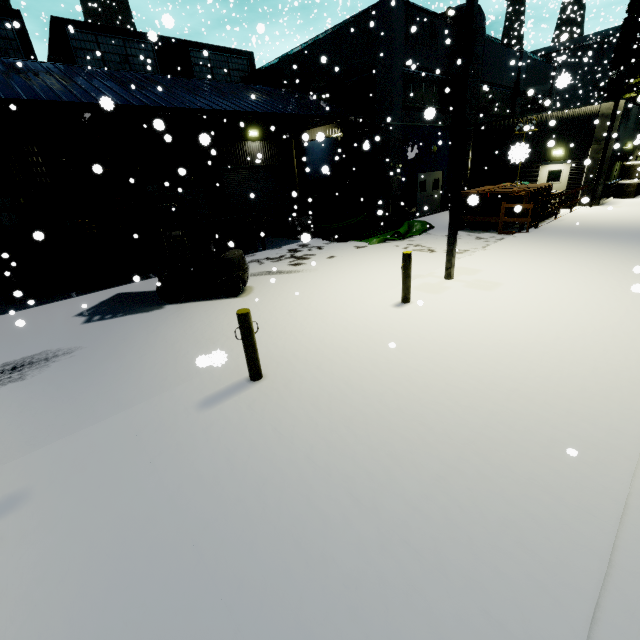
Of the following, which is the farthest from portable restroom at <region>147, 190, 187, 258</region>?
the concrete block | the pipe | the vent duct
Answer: the concrete block

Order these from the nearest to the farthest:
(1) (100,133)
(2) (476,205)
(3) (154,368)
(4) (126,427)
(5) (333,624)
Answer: (5) (333,624)
(4) (126,427)
(3) (154,368)
(1) (100,133)
(2) (476,205)

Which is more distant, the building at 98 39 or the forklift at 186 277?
the building at 98 39

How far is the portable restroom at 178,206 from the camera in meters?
12.1

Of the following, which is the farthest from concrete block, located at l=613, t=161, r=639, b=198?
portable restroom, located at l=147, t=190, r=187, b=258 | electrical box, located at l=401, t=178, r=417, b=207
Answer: portable restroom, located at l=147, t=190, r=187, b=258

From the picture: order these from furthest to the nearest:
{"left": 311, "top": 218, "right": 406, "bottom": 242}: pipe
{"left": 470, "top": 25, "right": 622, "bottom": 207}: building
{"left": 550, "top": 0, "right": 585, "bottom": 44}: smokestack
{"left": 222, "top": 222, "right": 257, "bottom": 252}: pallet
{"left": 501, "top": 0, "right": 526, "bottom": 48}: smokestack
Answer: {"left": 501, "top": 0, "right": 526, "bottom": 48}: smokestack < {"left": 550, "top": 0, "right": 585, "bottom": 44}: smokestack < {"left": 470, "top": 25, "right": 622, "bottom": 207}: building < {"left": 311, "top": 218, "right": 406, "bottom": 242}: pipe < {"left": 222, "top": 222, "right": 257, "bottom": 252}: pallet

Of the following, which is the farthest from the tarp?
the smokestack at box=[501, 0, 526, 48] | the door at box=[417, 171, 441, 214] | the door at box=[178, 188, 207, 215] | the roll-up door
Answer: the smokestack at box=[501, 0, 526, 48]

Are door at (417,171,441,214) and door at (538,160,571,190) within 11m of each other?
yes
